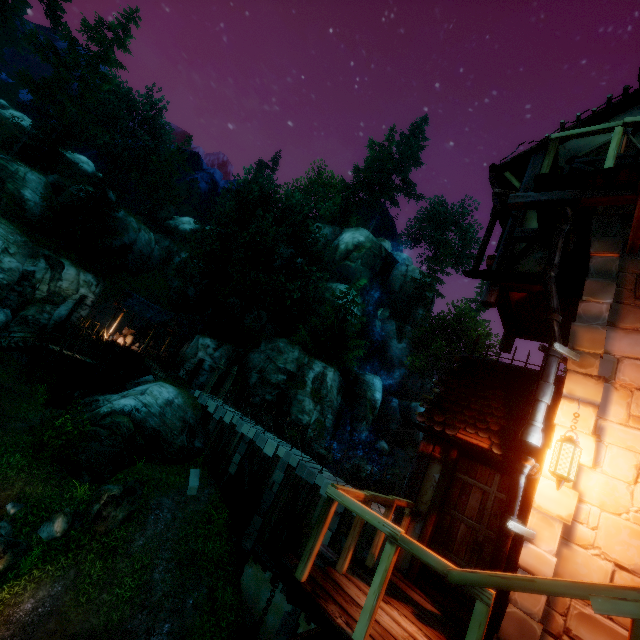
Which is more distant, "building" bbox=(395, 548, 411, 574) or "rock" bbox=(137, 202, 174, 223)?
"rock" bbox=(137, 202, 174, 223)

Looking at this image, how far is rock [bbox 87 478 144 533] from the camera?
13.6m

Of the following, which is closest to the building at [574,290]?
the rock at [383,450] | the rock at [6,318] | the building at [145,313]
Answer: the rock at [383,450]

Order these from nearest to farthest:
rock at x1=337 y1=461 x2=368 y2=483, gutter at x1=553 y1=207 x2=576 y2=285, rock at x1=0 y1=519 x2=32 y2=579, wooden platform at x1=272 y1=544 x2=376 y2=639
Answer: wooden platform at x1=272 y1=544 x2=376 y2=639
gutter at x1=553 y1=207 x2=576 y2=285
rock at x1=0 y1=519 x2=32 y2=579
rock at x1=337 y1=461 x2=368 y2=483

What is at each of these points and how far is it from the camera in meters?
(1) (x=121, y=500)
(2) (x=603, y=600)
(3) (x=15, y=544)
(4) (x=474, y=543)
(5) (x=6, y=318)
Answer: (1) rock, 14.0
(2) rail, 2.1
(3) rock, 11.3
(4) door, 4.8
(5) rock, 24.6

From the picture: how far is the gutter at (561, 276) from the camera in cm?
415

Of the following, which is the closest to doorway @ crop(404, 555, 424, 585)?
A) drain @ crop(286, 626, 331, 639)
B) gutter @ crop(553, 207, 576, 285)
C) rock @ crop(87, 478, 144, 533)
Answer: drain @ crop(286, 626, 331, 639)

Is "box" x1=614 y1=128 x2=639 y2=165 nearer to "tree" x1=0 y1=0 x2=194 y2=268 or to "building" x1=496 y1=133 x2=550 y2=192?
"building" x1=496 y1=133 x2=550 y2=192
